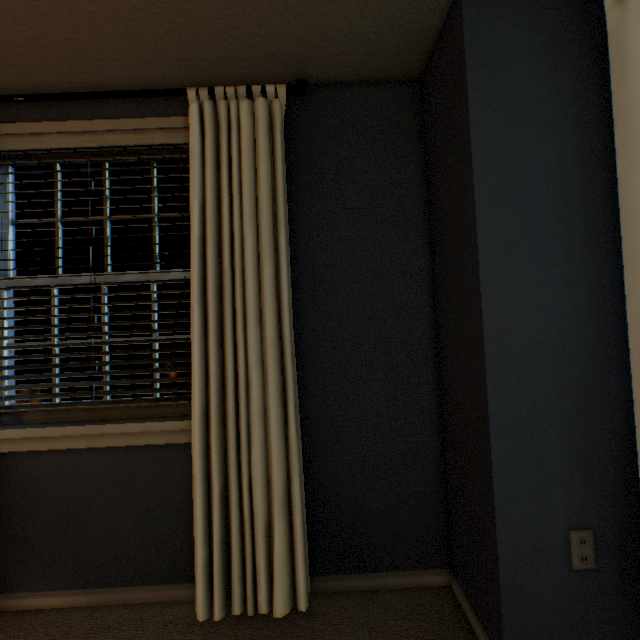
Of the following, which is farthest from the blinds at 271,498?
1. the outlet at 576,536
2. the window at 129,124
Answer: the outlet at 576,536

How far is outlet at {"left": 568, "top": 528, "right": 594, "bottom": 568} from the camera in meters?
1.1 m

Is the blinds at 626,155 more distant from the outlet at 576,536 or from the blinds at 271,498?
the blinds at 271,498

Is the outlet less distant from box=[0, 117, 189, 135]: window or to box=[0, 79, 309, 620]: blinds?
box=[0, 79, 309, 620]: blinds

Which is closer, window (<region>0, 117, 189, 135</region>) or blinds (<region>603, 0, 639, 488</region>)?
blinds (<region>603, 0, 639, 488</region>)

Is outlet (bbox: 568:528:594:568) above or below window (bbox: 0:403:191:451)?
below

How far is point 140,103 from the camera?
1.61m
